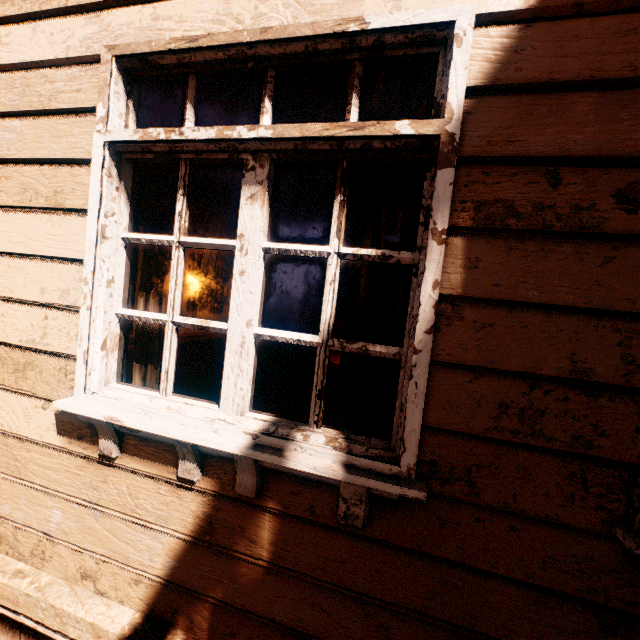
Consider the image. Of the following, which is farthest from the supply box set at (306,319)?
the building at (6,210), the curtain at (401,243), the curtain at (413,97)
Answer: the curtain at (401,243)

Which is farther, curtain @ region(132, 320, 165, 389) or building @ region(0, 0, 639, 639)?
curtain @ region(132, 320, 165, 389)

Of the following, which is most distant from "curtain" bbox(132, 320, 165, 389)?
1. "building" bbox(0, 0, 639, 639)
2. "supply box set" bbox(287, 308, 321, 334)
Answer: "supply box set" bbox(287, 308, 321, 334)

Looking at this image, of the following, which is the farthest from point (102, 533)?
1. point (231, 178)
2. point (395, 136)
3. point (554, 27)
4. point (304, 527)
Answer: point (231, 178)

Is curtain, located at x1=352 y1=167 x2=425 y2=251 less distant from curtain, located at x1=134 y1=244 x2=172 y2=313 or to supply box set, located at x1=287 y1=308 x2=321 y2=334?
curtain, located at x1=134 y1=244 x2=172 y2=313

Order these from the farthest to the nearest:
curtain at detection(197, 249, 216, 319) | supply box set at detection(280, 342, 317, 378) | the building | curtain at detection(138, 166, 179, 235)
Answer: supply box set at detection(280, 342, 317, 378)
curtain at detection(197, 249, 216, 319)
curtain at detection(138, 166, 179, 235)
the building

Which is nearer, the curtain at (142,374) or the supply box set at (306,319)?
the curtain at (142,374)
